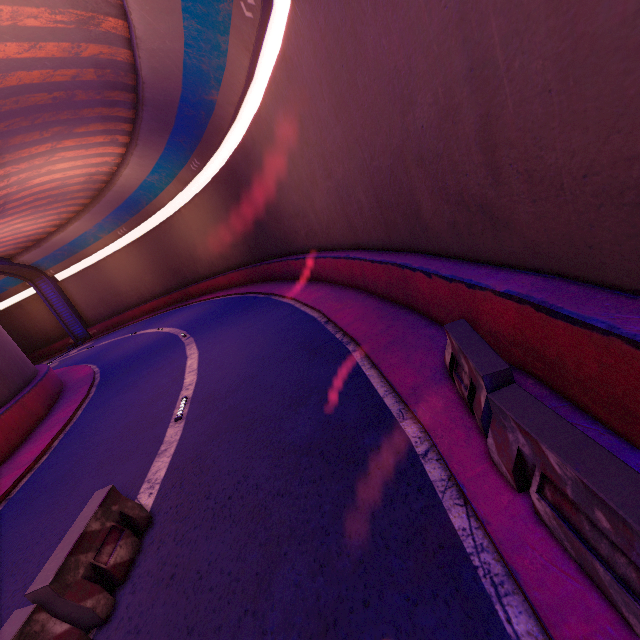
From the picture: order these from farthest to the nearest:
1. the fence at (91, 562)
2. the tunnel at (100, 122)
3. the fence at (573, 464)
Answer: the fence at (91, 562), the tunnel at (100, 122), the fence at (573, 464)

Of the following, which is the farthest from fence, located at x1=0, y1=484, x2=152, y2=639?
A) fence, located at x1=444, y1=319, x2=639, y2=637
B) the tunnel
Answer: fence, located at x1=444, y1=319, x2=639, y2=637

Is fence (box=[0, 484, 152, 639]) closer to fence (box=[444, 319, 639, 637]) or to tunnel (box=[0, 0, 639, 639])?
tunnel (box=[0, 0, 639, 639])

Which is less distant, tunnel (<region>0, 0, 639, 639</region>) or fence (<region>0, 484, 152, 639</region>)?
tunnel (<region>0, 0, 639, 639</region>)

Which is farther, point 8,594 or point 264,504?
point 8,594

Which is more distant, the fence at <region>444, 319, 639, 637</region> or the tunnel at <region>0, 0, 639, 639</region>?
the tunnel at <region>0, 0, 639, 639</region>

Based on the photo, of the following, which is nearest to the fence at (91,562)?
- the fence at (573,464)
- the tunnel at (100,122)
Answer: the tunnel at (100,122)
